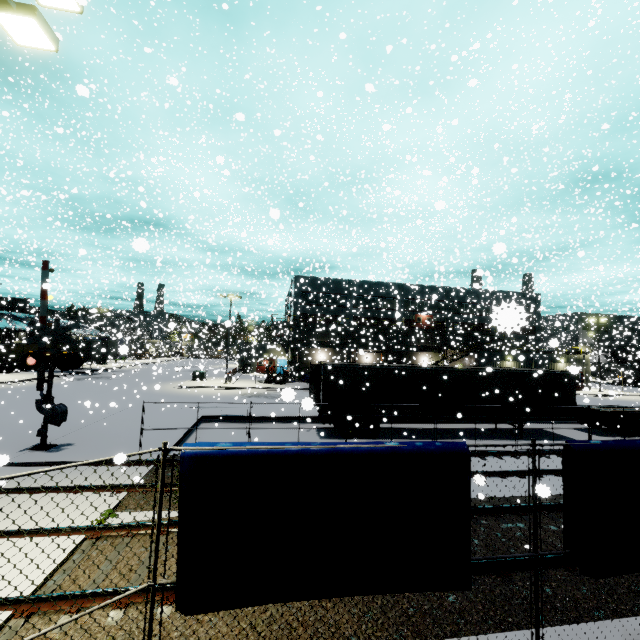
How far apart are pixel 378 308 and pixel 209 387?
27.1 meters

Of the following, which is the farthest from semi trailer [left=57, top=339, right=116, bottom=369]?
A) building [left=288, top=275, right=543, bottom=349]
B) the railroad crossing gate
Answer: the railroad crossing gate

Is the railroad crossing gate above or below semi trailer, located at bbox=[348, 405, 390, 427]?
above

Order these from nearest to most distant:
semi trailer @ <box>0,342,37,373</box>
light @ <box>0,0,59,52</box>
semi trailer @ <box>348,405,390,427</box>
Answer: light @ <box>0,0,59,52</box>
semi trailer @ <box>348,405,390,427</box>
semi trailer @ <box>0,342,37,373</box>

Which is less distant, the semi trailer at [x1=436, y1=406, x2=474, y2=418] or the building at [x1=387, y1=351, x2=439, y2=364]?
the semi trailer at [x1=436, y1=406, x2=474, y2=418]

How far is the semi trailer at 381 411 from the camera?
17.4m

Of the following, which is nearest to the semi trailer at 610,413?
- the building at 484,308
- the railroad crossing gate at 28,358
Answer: → the building at 484,308
